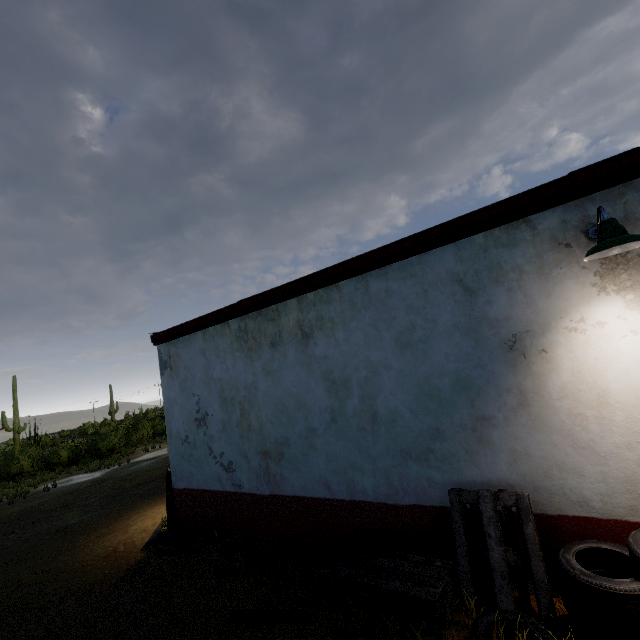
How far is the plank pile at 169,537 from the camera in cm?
605

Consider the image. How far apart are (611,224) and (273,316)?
4.41m

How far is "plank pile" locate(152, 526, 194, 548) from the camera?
6.1m

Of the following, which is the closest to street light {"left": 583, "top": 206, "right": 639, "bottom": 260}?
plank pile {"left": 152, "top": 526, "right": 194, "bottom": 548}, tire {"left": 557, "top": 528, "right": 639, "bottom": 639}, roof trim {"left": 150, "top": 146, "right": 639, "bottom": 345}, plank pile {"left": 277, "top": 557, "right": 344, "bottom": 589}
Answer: roof trim {"left": 150, "top": 146, "right": 639, "bottom": 345}

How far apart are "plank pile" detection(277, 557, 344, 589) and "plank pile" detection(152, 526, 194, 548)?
1.3 meters

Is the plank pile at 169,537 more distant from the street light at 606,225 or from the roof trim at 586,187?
the street light at 606,225

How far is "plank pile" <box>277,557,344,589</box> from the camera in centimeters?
427cm

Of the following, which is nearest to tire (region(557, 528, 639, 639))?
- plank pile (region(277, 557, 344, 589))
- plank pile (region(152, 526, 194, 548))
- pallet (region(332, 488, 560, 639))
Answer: pallet (region(332, 488, 560, 639))
